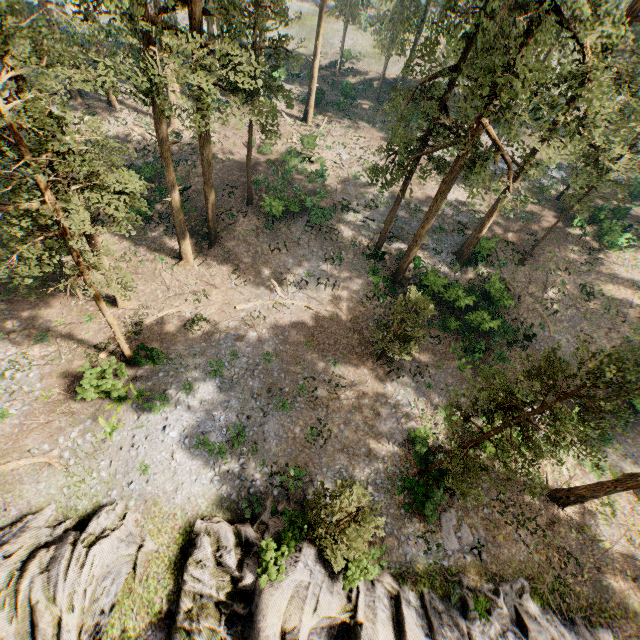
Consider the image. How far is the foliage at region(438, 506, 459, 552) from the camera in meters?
18.7 m

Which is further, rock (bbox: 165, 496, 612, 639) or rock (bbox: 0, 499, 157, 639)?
rock (bbox: 165, 496, 612, 639)

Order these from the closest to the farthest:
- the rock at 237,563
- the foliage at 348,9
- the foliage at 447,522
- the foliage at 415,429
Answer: the rock at 237,563 < the foliage at 447,522 < the foliage at 415,429 < the foliage at 348,9

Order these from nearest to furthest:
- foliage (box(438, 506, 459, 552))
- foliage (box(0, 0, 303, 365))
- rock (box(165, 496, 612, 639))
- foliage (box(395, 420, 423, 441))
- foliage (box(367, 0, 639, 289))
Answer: foliage (box(0, 0, 303, 365))
foliage (box(367, 0, 639, 289))
rock (box(165, 496, 612, 639))
foliage (box(438, 506, 459, 552))
foliage (box(395, 420, 423, 441))

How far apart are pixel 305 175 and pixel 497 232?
21.3m

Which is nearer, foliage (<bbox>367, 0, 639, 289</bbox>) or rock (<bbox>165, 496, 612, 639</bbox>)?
foliage (<bbox>367, 0, 639, 289</bbox>)

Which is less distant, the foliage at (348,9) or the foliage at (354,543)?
the foliage at (354,543)
